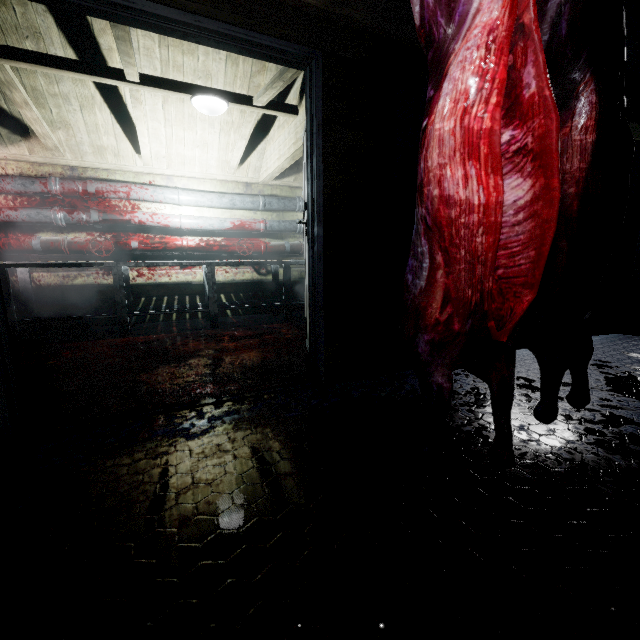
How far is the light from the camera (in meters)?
2.81

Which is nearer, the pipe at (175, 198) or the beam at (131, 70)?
the beam at (131, 70)

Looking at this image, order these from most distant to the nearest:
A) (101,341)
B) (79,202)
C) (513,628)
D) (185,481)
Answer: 1. (79,202)
2. (101,341)
3. (185,481)
4. (513,628)

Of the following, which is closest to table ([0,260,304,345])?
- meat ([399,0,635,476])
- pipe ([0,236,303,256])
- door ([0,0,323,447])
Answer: pipe ([0,236,303,256])

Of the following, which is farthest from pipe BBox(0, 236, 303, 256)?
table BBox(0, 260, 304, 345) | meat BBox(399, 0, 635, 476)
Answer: meat BBox(399, 0, 635, 476)

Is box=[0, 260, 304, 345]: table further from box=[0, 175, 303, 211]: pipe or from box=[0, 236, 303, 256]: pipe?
box=[0, 175, 303, 211]: pipe

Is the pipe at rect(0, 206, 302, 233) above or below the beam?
below

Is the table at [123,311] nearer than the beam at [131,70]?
No
